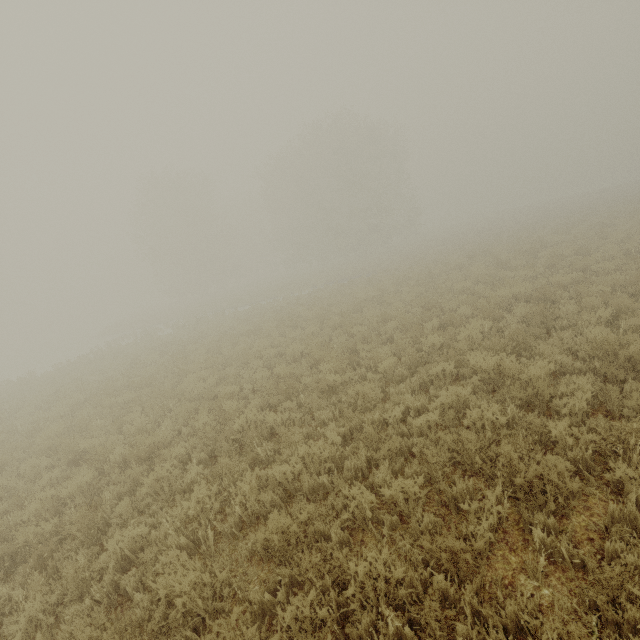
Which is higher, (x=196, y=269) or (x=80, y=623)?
(x=196, y=269)
